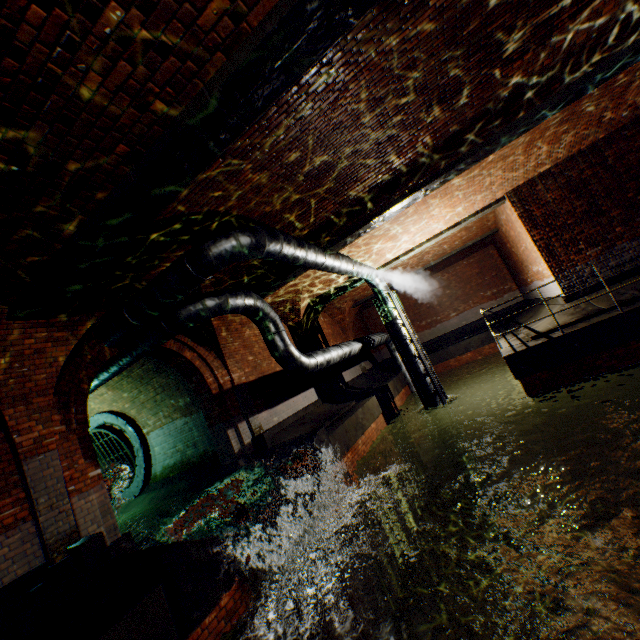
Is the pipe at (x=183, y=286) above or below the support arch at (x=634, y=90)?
below

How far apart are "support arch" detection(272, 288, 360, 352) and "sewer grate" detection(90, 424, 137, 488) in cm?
658

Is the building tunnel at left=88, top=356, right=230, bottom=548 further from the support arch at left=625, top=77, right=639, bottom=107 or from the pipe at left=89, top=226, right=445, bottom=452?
the support arch at left=625, top=77, right=639, bottom=107

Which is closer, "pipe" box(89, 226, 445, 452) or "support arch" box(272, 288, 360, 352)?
"pipe" box(89, 226, 445, 452)

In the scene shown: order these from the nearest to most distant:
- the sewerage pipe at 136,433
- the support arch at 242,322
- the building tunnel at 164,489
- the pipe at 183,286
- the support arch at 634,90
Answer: the pipe at 183,286 < the support arch at 634,90 < the building tunnel at 164,489 < the support arch at 242,322 < the sewerage pipe at 136,433

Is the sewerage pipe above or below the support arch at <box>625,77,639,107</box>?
below

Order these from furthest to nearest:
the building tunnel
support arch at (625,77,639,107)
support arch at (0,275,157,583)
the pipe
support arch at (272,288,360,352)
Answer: support arch at (272,288,360,352), the building tunnel, support arch at (625,77,639,107), the pipe, support arch at (0,275,157,583)

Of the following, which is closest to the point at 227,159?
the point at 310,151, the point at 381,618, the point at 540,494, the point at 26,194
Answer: the point at 310,151
